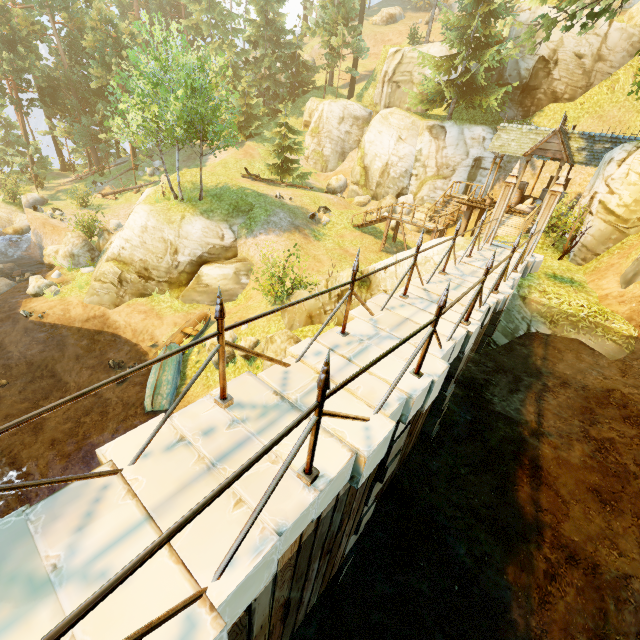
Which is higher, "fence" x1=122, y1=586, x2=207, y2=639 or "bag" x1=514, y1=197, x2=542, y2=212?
"bag" x1=514, y1=197, x2=542, y2=212

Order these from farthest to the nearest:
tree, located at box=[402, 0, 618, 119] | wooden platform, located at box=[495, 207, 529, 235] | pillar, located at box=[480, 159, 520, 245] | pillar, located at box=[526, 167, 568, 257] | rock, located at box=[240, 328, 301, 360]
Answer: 1. wooden platform, located at box=[495, 207, 529, 235]
2. tree, located at box=[402, 0, 618, 119]
3. rock, located at box=[240, 328, 301, 360]
4. pillar, located at box=[480, 159, 520, 245]
5. pillar, located at box=[526, 167, 568, 257]

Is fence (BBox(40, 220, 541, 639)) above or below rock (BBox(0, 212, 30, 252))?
above

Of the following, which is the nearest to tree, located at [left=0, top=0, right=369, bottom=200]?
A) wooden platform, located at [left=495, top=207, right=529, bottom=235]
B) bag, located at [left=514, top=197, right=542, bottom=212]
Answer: wooden platform, located at [left=495, top=207, right=529, bottom=235]

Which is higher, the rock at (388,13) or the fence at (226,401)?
the rock at (388,13)

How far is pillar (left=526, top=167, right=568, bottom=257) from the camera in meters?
9.7

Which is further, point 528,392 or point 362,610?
point 528,392

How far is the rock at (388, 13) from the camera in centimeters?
4856cm
